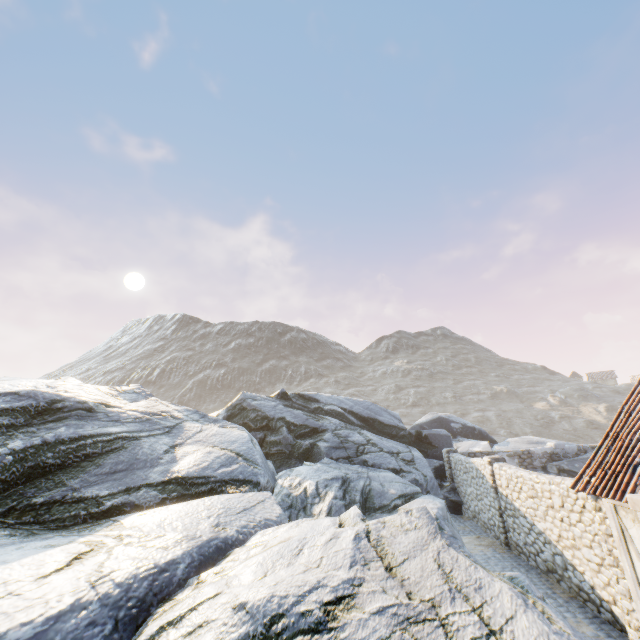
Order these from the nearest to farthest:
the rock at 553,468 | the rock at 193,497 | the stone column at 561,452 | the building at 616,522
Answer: the rock at 193,497, the building at 616,522, the rock at 553,468, the stone column at 561,452

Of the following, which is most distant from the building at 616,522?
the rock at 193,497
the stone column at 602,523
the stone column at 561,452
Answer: the stone column at 561,452

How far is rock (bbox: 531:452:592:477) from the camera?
17.6 meters

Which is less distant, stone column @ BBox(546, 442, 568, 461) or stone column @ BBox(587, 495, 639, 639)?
stone column @ BBox(587, 495, 639, 639)

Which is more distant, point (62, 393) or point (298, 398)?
point (298, 398)

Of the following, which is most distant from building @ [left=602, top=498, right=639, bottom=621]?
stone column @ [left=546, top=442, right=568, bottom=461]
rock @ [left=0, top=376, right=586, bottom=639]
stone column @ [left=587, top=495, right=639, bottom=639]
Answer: stone column @ [left=546, top=442, right=568, bottom=461]

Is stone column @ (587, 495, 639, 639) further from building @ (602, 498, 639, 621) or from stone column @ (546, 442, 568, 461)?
stone column @ (546, 442, 568, 461)

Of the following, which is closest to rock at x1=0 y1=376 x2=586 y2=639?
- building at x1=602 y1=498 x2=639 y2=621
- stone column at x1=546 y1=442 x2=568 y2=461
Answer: stone column at x1=546 y1=442 x2=568 y2=461
